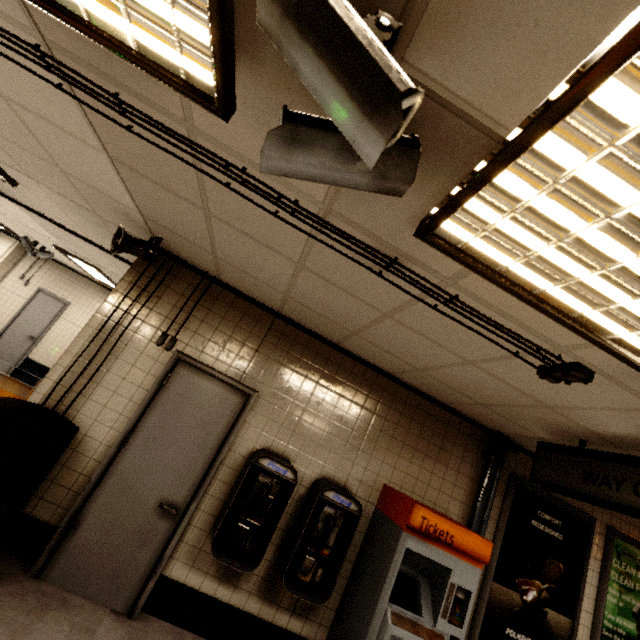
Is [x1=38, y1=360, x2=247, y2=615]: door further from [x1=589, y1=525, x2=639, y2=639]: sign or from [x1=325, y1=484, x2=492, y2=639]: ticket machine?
[x1=589, y1=525, x2=639, y2=639]: sign

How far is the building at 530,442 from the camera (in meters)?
3.37

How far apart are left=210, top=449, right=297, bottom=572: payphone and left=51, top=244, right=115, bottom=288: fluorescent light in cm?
607

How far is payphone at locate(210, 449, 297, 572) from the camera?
2.83m

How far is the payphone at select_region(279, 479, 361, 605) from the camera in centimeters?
289cm

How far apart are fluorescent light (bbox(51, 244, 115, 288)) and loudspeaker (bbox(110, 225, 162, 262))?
4.73m

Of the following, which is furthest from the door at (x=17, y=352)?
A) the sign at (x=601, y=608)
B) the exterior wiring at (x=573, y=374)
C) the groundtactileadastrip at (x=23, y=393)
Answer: the sign at (x=601, y=608)

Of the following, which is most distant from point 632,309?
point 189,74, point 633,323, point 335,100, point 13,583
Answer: point 13,583
